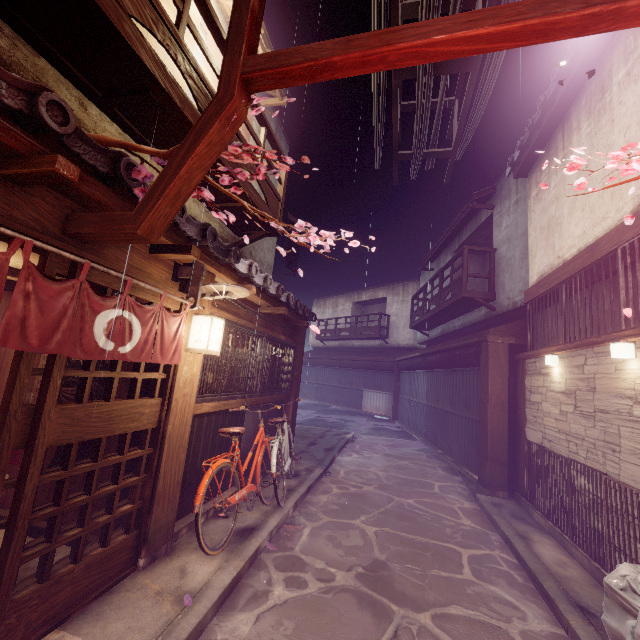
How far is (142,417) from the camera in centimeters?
584cm

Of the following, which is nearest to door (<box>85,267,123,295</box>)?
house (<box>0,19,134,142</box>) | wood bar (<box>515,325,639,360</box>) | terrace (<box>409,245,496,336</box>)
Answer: wood bar (<box>515,325,639,360</box>)

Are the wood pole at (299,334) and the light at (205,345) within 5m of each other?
no

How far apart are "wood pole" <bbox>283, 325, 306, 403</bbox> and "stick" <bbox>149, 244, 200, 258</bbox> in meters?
8.5

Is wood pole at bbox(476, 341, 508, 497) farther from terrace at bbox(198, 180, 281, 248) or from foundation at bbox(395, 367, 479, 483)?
terrace at bbox(198, 180, 281, 248)

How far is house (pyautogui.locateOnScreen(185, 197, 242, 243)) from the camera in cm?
963

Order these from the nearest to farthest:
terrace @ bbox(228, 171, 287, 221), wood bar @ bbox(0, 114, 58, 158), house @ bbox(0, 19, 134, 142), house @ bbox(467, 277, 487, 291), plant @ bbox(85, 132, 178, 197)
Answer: wood bar @ bbox(0, 114, 58, 158) < plant @ bbox(85, 132, 178, 197) < house @ bbox(0, 19, 134, 142) < terrace @ bbox(228, 171, 287, 221) < house @ bbox(467, 277, 487, 291)

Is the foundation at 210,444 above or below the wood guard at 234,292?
below
